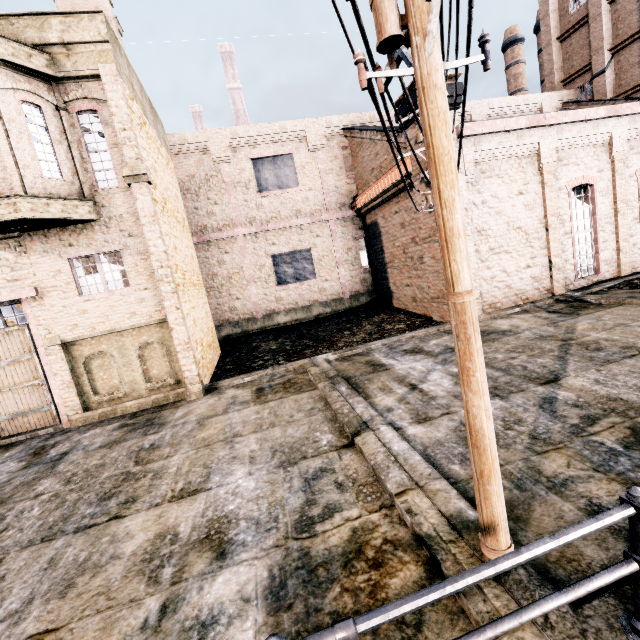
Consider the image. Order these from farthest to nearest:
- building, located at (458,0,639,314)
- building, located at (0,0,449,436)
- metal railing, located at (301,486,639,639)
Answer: building, located at (458,0,639,314)
building, located at (0,0,449,436)
metal railing, located at (301,486,639,639)

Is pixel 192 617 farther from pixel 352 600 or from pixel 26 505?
pixel 26 505

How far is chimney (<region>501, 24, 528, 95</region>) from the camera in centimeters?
4200cm

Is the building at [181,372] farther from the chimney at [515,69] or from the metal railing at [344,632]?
the chimney at [515,69]

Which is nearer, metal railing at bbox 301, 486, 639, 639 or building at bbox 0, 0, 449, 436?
metal railing at bbox 301, 486, 639, 639

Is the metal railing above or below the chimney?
below

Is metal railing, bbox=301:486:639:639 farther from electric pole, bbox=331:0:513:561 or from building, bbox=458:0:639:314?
building, bbox=458:0:639:314

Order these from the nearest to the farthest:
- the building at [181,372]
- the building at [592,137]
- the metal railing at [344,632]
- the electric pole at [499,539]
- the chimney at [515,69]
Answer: the metal railing at [344,632] → the electric pole at [499,539] → the building at [181,372] → the building at [592,137] → the chimney at [515,69]
